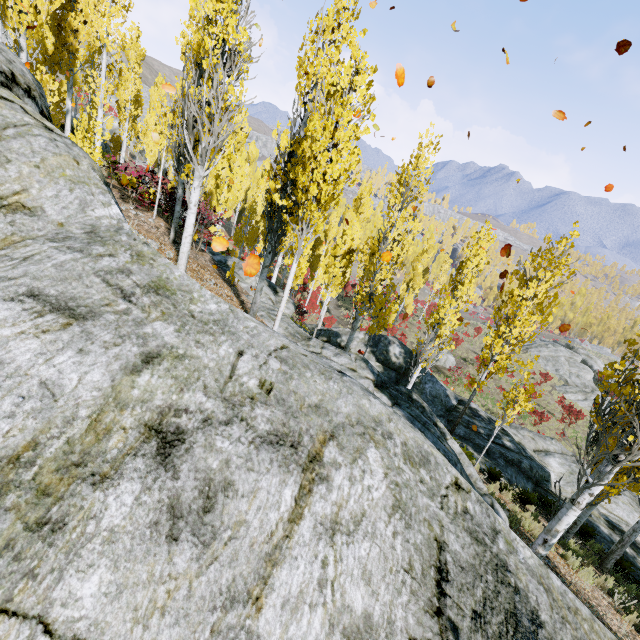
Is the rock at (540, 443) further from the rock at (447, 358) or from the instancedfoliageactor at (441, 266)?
the rock at (447, 358)

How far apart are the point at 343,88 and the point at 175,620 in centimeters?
591cm

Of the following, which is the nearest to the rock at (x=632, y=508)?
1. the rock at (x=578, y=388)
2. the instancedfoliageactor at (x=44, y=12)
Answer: the instancedfoliageactor at (x=44, y=12)

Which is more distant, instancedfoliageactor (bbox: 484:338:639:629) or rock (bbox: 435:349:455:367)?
rock (bbox: 435:349:455:367)

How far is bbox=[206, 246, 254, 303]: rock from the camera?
13.2m

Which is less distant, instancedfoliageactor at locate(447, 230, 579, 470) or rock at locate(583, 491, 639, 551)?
instancedfoliageactor at locate(447, 230, 579, 470)

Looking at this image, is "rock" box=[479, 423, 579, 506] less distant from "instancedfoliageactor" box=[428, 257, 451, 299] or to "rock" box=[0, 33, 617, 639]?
"instancedfoliageactor" box=[428, 257, 451, 299]

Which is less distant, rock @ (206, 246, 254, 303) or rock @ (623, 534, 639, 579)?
rock @ (623, 534, 639, 579)
